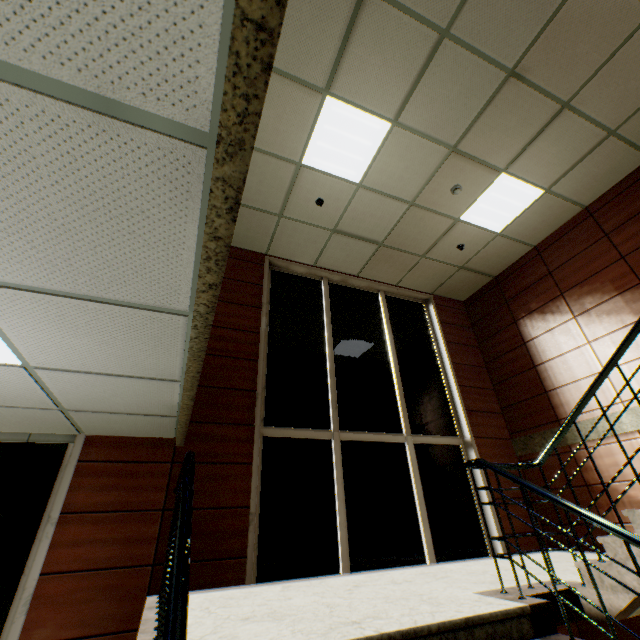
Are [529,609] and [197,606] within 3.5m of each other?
yes
